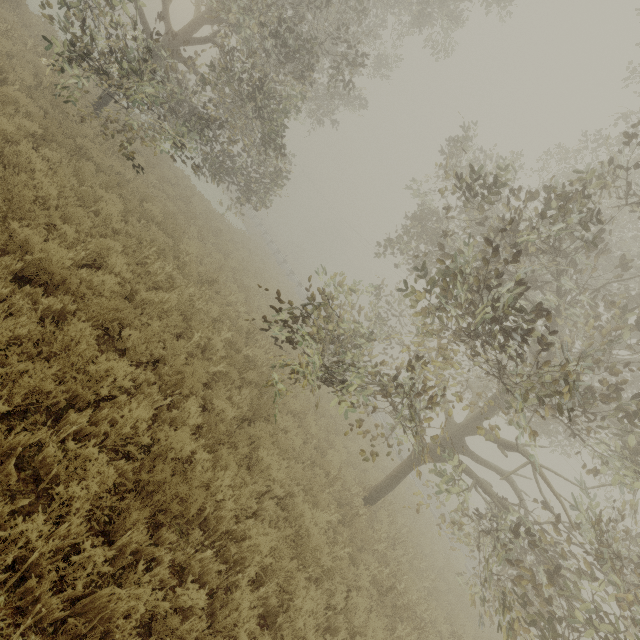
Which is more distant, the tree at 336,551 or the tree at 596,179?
the tree at 336,551

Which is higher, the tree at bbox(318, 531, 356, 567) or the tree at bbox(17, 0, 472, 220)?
the tree at bbox(17, 0, 472, 220)

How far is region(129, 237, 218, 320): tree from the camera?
6.5 meters

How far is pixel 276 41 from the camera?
7.4 meters

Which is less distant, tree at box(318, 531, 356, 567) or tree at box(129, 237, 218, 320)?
tree at box(318, 531, 356, 567)

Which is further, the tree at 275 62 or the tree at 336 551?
the tree at 275 62

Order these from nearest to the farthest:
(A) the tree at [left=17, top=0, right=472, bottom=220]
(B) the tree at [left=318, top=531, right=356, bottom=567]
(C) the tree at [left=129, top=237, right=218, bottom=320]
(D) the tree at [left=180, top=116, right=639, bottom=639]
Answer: (D) the tree at [left=180, top=116, right=639, bottom=639] → (B) the tree at [left=318, top=531, right=356, bottom=567] → (C) the tree at [left=129, top=237, right=218, bottom=320] → (A) the tree at [left=17, top=0, right=472, bottom=220]

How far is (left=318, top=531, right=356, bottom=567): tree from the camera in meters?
5.6 m
